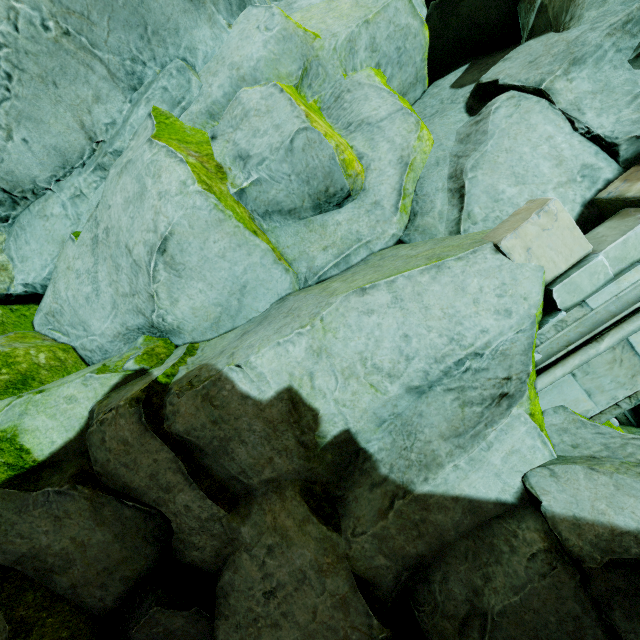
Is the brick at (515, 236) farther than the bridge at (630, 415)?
No

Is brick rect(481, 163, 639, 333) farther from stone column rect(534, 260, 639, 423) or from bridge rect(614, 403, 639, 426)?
bridge rect(614, 403, 639, 426)

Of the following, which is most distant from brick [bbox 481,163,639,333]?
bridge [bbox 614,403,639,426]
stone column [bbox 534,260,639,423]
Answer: bridge [bbox 614,403,639,426]

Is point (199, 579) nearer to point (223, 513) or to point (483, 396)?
point (223, 513)

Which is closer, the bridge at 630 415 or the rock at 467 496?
the rock at 467 496

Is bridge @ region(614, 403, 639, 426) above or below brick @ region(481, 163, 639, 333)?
below
